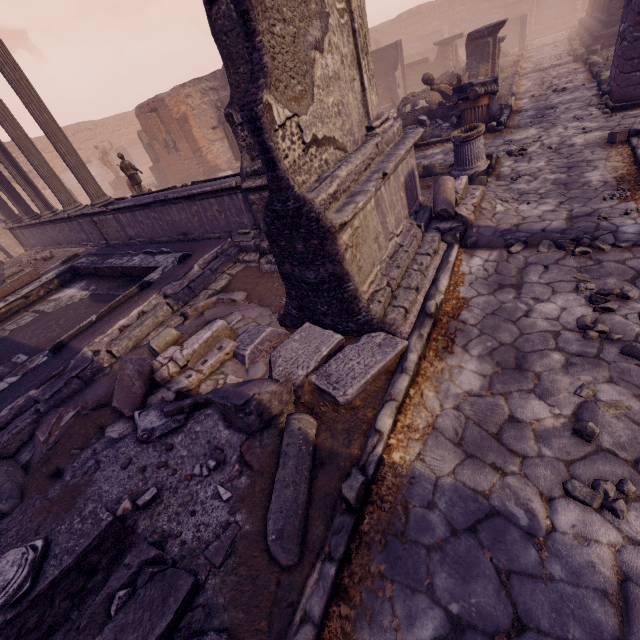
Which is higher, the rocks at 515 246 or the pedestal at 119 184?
the pedestal at 119 184

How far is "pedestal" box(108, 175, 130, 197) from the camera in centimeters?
2225cm

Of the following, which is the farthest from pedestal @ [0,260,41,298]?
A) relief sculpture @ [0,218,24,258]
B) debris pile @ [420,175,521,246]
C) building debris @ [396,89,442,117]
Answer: building debris @ [396,89,442,117]

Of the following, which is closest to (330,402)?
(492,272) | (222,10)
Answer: (492,272)

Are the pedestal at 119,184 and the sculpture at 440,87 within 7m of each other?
no

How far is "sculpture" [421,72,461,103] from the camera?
11.7 meters

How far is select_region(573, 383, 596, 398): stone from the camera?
2.7 meters

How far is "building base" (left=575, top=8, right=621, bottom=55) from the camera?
12.7 meters
